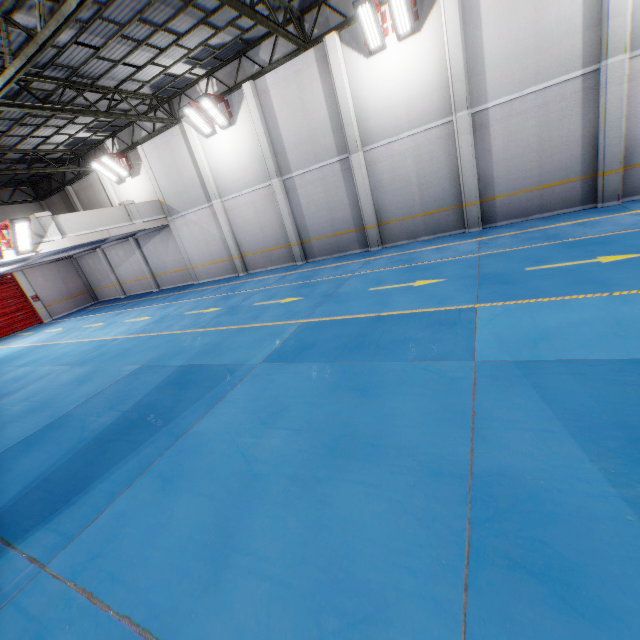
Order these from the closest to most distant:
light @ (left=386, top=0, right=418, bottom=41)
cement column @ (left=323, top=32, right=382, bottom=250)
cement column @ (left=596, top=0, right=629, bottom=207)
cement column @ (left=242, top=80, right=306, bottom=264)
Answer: cement column @ (left=596, top=0, right=629, bottom=207) < light @ (left=386, top=0, right=418, bottom=41) < cement column @ (left=323, top=32, right=382, bottom=250) < cement column @ (left=242, top=80, right=306, bottom=264)

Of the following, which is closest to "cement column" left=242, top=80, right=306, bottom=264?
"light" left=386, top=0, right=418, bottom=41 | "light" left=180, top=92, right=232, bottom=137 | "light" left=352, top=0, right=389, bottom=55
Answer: "light" left=180, top=92, right=232, bottom=137

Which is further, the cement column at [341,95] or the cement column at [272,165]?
the cement column at [272,165]

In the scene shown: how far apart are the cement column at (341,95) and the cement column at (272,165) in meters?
3.3 m

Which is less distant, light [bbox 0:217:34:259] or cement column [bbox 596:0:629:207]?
cement column [bbox 596:0:629:207]

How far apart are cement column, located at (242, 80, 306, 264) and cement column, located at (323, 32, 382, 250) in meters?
3.3

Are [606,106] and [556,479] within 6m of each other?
no

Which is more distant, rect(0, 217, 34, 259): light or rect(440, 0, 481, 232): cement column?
rect(0, 217, 34, 259): light
